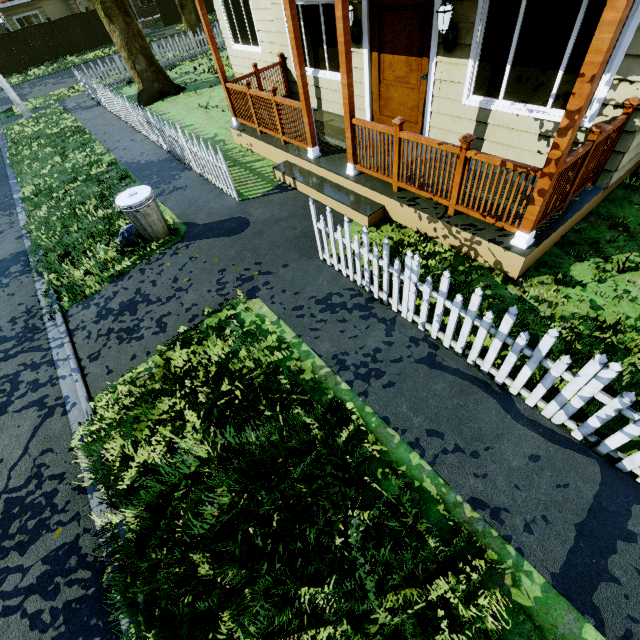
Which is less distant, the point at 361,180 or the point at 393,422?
the point at 393,422

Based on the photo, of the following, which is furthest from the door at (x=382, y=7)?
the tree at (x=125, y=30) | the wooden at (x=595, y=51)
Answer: the tree at (x=125, y=30)

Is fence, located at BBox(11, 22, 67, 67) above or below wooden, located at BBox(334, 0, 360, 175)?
below

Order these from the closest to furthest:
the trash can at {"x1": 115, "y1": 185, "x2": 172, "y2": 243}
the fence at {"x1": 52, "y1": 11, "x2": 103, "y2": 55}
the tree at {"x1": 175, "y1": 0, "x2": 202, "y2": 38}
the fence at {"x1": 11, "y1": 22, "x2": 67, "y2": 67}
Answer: the trash can at {"x1": 115, "y1": 185, "x2": 172, "y2": 243}
the tree at {"x1": 175, "y1": 0, "x2": 202, "y2": 38}
the fence at {"x1": 11, "y1": 22, "x2": 67, "y2": 67}
the fence at {"x1": 52, "y1": 11, "x2": 103, "y2": 55}

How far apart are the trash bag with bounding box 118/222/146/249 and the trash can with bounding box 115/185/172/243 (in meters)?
0.02

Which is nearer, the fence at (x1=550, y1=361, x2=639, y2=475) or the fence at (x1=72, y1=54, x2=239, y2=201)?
the fence at (x1=550, y1=361, x2=639, y2=475)

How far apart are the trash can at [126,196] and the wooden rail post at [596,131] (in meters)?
6.45

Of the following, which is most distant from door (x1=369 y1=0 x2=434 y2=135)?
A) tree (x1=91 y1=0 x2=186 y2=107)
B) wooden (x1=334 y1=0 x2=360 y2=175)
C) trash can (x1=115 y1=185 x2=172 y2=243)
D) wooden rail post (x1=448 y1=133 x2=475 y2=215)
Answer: tree (x1=91 y1=0 x2=186 y2=107)
